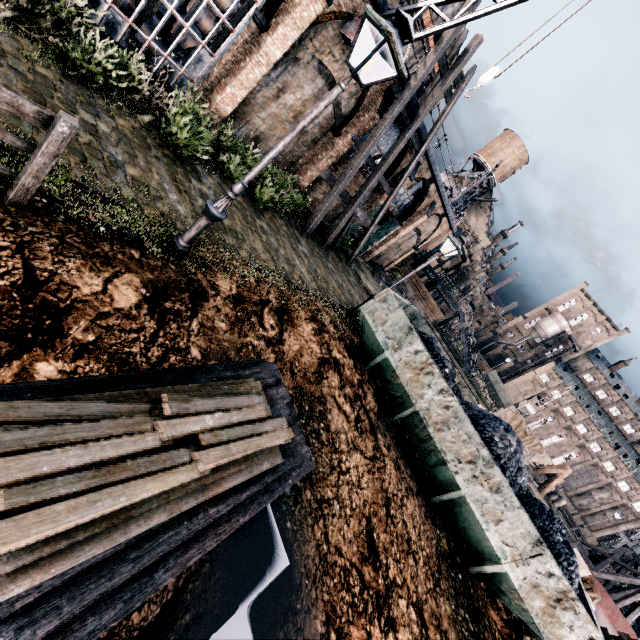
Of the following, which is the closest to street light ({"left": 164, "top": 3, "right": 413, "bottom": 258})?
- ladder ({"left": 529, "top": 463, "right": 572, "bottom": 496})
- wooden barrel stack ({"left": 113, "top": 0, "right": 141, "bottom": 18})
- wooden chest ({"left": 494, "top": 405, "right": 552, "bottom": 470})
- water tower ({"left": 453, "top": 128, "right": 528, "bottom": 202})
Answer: wooden barrel stack ({"left": 113, "top": 0, "right": 141, "bottom": 18})

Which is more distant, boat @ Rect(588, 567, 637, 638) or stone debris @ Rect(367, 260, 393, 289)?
stone debris @ Rect(367, 260, 393, 289)

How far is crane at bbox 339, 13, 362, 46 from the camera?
12.37m

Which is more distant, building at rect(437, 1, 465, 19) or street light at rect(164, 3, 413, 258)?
building at rect(437, 1, 465, 19)

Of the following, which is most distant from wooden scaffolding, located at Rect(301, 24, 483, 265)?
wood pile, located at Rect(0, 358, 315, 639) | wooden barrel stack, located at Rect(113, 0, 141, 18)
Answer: wood pile, located at Rect(0, 358, 315, 639)

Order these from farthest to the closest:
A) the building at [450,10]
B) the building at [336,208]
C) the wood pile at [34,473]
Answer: the building at [450,10]
the building at [336,208]
the wood pile at [34,473]

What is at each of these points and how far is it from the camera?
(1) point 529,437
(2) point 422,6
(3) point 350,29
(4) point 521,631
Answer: (1) wooden chest, 21.2 meters
(2) crane, 11.3 meters
(3) crane, 12.5 meters
(4) ladder, 8.9 meters

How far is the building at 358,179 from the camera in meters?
20.2 m
